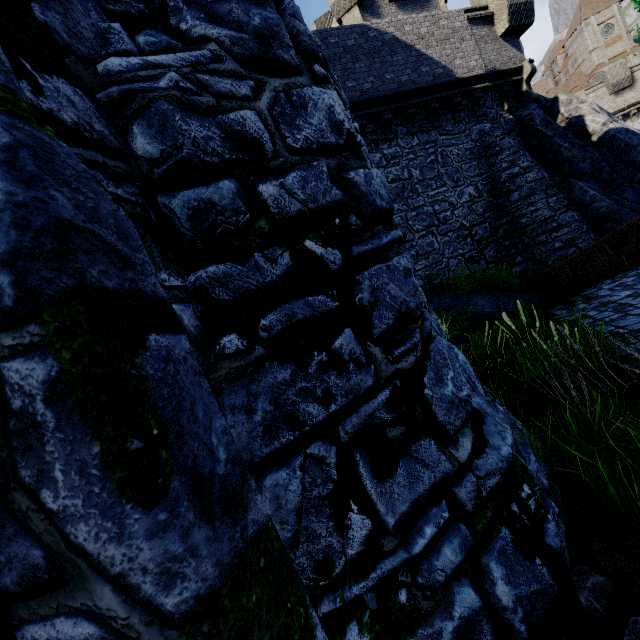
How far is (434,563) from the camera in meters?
1.7 m

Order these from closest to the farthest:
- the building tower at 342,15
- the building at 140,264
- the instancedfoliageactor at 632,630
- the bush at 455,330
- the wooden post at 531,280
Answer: the building at 140,264
the instancedfoliageactor at 632,630
the bush at 455,330
the wooden post at 531,280
the building tower at 342,15

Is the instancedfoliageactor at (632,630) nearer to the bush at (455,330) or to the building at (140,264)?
the building at (140,264)

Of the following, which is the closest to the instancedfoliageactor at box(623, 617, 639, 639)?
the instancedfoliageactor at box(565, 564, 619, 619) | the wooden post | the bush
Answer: the instancedfoliageactor at box(565, 564, 619, 619)

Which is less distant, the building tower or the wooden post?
the wooden post

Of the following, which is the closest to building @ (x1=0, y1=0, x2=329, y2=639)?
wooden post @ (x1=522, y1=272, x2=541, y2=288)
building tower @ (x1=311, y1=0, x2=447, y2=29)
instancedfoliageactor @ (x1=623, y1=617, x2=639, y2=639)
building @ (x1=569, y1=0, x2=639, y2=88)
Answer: instancedfoliageactor @ (x1=623, y1=617, x2=639, y2=639)

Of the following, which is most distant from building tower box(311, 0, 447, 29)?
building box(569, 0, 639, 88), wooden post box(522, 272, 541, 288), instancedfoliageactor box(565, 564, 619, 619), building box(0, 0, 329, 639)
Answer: building box(569, 0, 639, 88)

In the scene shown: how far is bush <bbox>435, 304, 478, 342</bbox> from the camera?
8.5m
